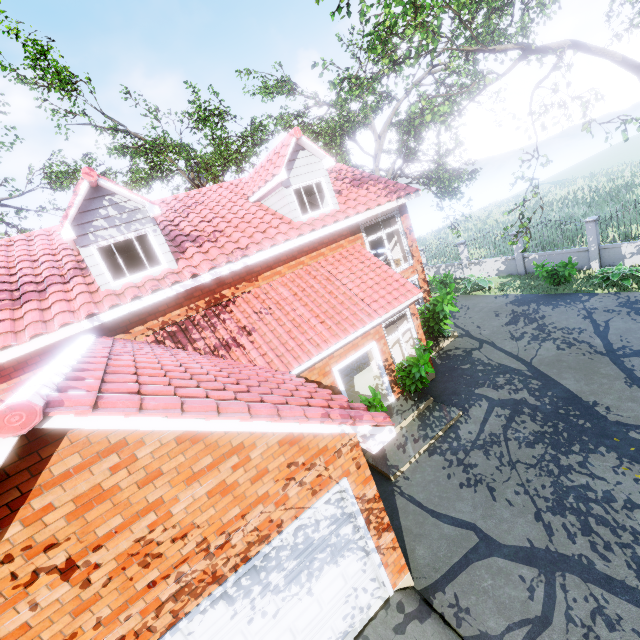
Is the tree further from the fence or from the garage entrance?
the garage entrance

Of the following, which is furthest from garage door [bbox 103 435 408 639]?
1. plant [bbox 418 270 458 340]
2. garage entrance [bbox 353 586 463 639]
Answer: plant [bbox 418 270 458 340]

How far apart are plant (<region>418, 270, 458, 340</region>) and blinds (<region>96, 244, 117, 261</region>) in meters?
10.6 m

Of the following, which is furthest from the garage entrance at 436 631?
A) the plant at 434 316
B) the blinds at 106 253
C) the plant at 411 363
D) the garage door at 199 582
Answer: the plant at 434 316

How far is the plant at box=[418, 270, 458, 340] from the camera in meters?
12.3 m

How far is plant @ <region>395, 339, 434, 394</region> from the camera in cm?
920

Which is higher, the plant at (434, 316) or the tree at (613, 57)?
the tree at (613, 57)

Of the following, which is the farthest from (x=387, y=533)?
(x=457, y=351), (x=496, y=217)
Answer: (x=496, y=217)
